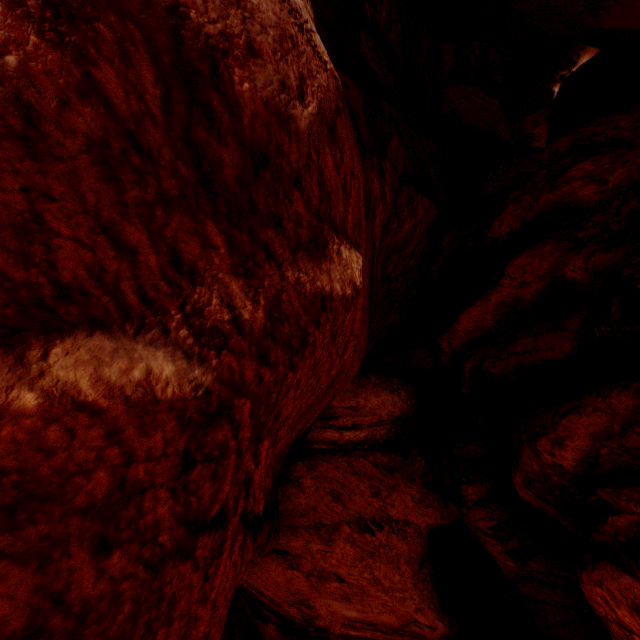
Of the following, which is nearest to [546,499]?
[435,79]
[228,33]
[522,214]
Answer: [522,214]
